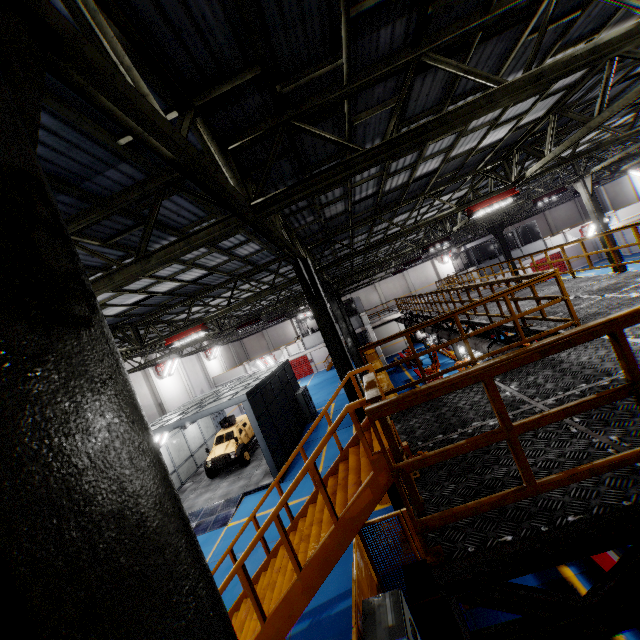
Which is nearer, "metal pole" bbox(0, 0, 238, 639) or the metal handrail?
"metal pole" bbox(0, 0, 238, 639)

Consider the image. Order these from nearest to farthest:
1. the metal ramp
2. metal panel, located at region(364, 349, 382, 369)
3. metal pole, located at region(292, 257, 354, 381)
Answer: metal pole, located at region(292, 257, 354, 381) → the metal ramp → metal panel, located at region(364, 349, 382, 369)

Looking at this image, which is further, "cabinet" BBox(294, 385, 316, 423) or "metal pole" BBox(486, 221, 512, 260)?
"metal pole" BBox(486, 221, 512, 260)

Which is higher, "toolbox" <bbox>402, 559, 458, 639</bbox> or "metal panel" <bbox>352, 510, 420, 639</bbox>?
"metal panel" <bbox>352, 510, 420, 639</bbox>

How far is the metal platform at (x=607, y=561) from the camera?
5.5 meters

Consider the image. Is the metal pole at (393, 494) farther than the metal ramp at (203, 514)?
No

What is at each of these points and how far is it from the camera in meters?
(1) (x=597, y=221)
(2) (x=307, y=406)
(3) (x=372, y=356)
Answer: (1) metal pole, 17.7 m
(2) cabinet, 22.3 m
(3) metal panel, 26.2 m

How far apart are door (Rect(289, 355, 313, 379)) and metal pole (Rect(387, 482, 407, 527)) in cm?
3392
